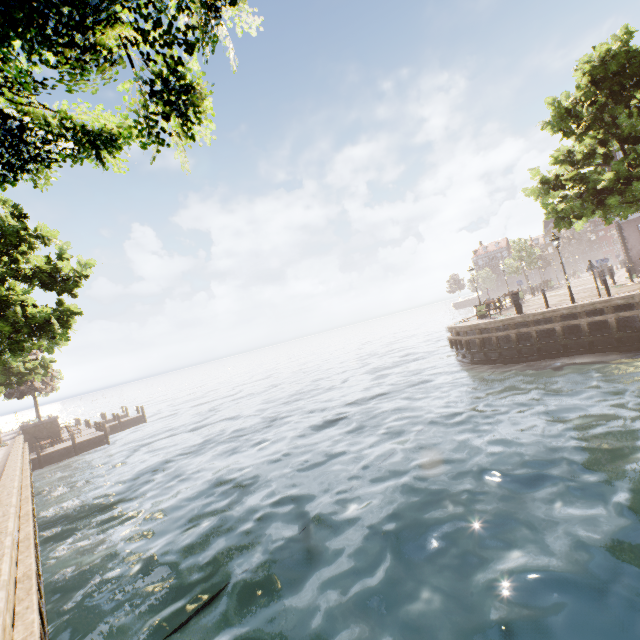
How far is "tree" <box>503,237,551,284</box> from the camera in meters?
43.1 m

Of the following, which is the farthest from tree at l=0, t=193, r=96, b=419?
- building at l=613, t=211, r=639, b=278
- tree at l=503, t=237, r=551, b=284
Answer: tree at l=503, t=237, r=551, b=284

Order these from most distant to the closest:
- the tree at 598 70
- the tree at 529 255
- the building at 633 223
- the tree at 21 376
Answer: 1. the tree at 529 255
2. the building at 633 223
3. the tree at 598 70
4. the tree at 21 376

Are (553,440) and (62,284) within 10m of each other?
no

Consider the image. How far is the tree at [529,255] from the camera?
43.1m

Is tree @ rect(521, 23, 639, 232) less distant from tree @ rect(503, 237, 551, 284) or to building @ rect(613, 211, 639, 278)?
building @ rect(613, 211, 639, 278)
